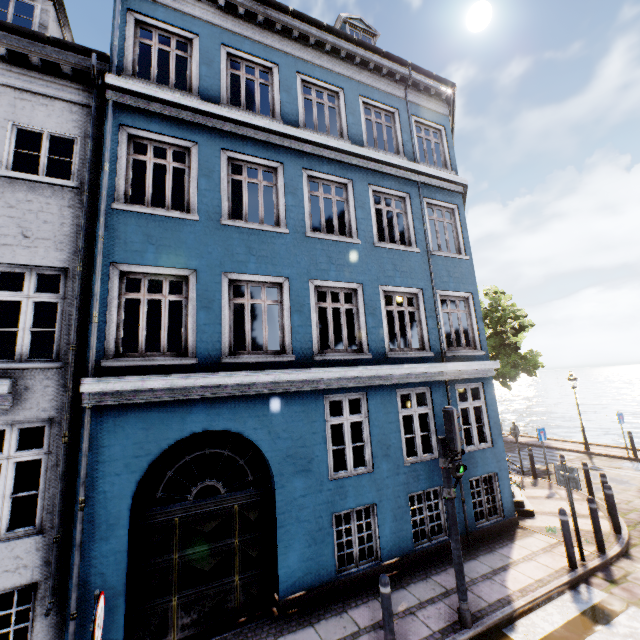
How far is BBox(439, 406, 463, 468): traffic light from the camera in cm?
557

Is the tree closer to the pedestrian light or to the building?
the building

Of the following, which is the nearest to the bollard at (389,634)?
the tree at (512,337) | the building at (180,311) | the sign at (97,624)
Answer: the building at (180,311)

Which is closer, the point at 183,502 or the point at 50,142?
the point at 183,502

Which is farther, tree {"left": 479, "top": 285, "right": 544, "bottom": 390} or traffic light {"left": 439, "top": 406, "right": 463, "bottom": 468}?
tree {"left": 479, "top": 285, "right": 544, "bottom": 390}

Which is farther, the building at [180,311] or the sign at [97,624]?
the building at [180,311]

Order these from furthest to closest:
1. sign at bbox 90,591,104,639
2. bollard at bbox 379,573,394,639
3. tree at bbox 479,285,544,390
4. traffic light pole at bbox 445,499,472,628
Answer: tree at bbox 479,285,544,390 → traffic light pole at bbox 445,499,472,628 → bollard at bbox 379,573,394,639 → sign at bbox 90,591,104,639

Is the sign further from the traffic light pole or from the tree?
the tree
